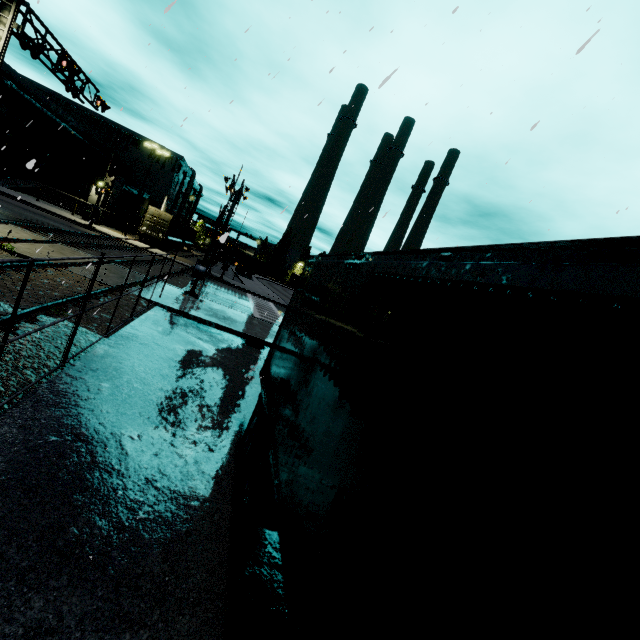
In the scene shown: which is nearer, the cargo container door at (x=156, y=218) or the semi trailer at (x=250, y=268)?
the cargo container door at (x=156, y=218)

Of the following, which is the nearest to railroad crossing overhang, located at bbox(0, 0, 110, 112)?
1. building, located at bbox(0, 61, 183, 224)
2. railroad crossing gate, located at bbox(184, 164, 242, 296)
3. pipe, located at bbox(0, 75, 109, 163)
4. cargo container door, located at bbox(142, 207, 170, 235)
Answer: railroad crossing gate, located at bbox(184, 164, 242, 296)

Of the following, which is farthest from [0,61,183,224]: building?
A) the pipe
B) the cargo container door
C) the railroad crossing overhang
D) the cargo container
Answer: the railroad crossing overhang

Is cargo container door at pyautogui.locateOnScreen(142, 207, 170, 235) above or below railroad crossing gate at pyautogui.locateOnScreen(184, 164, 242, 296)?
above

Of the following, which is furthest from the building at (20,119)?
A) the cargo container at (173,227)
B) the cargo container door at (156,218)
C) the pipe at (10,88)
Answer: the cargo container door at (156,218)

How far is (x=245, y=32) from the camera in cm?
607

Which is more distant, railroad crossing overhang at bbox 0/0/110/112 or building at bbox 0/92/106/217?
building at bbox 0/92/106/217

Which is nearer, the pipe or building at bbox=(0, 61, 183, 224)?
the pipe
